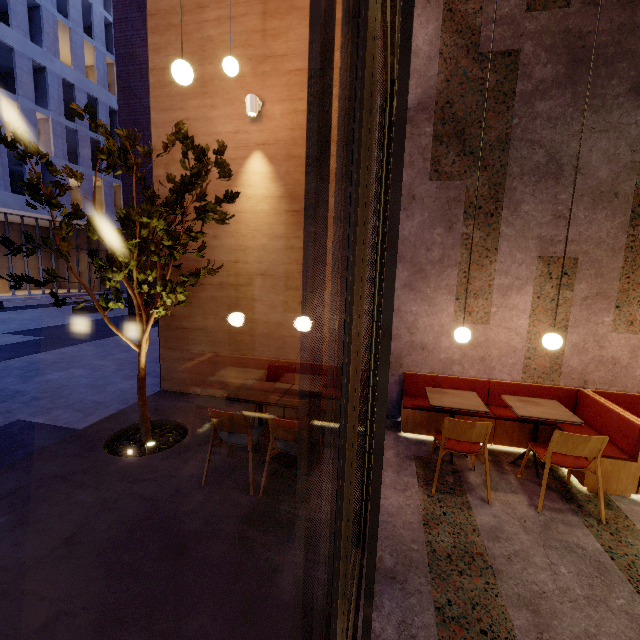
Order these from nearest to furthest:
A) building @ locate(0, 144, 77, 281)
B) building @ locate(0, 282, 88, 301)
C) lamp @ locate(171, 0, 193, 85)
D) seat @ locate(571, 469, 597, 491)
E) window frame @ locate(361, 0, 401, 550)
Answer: window frame @ locate(361, 0, 401, 550) → lamp @ locate(171, 0, 193, 85) → seat @ locate(571, 469, 597, 491) → building @ locate(0, 144, 77, 281) → building @ locate(0, 282, 88, 301)

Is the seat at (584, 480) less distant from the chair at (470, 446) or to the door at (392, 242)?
the chair at (470, 446)

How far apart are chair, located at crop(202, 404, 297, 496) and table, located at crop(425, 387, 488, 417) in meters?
2.0

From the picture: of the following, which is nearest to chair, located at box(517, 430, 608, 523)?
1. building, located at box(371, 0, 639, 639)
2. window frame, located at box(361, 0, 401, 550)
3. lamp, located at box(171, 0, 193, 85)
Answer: building, located at box(371, 0, 639, 639)

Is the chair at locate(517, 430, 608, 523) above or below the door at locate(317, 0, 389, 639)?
below

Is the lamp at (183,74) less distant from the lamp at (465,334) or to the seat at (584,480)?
the lamp at (465,334)

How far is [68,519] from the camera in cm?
287

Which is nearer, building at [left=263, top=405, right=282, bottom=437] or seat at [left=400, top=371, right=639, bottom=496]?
seat at [left=400, top=371, right=639, bottom=496]
